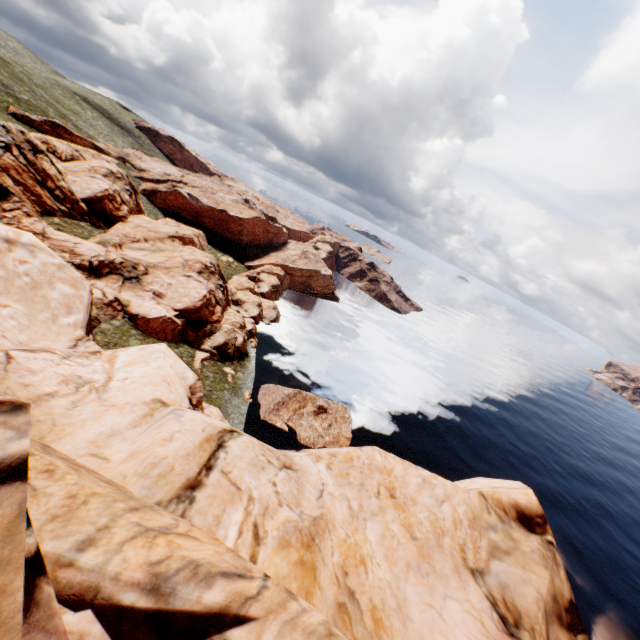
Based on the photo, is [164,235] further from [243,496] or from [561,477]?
[561,477]
